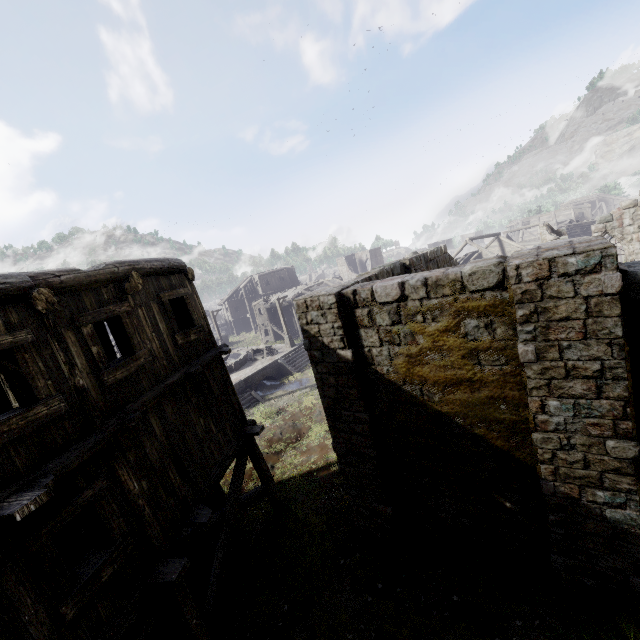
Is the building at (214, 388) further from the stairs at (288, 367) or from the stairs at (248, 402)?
the stairs at (248, 402)

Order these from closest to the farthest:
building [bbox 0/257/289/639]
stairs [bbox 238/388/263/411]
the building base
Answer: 1. building [bbox 0/257/289/639]
2. stairs [bbox 238/388/263/411]
3. the building base

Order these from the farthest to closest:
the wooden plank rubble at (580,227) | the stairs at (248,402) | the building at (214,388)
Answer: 1. the wooden plank rubble at (580,227)
2. the stairs at (248,402)
3. the building at (214,388)

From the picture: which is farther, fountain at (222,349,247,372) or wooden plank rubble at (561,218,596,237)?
wooden plank rubble at (561,218,596,237)

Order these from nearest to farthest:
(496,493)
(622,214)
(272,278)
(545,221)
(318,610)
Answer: (496,493), (318,610), (622,214), (272,278), (545,221)

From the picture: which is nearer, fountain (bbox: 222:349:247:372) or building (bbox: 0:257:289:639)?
building (bbox: 0:257:289:639)

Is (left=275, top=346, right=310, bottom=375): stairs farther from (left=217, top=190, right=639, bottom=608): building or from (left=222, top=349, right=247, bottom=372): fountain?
(left=222, top=349, right=247, bottom=372): fountain

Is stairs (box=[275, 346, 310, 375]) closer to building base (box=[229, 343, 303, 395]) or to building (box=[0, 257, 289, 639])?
building base (box=[229, 343, 303, 395])
